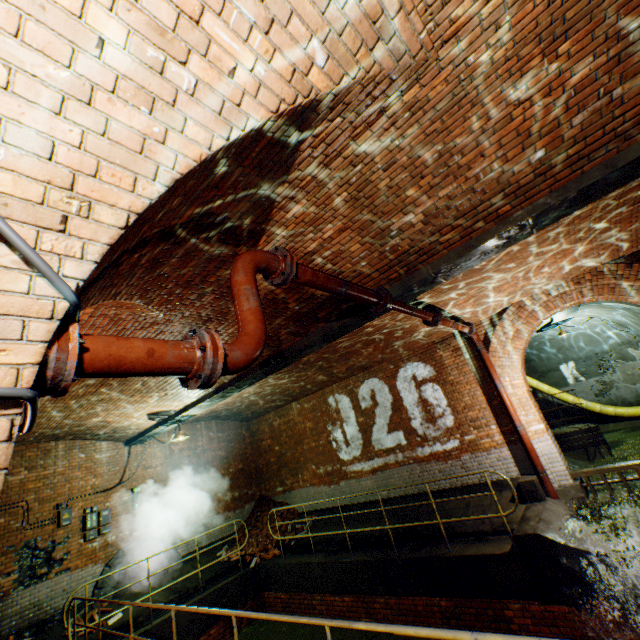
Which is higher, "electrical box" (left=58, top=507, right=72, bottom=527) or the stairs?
"electrical box" (left=58, top=507, right=72, bottom=527)

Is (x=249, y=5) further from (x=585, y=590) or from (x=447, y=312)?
(x=585, y=590)

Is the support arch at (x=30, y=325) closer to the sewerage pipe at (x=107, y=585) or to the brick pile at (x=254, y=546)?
the sewerage pipe at (x=107, y=585)

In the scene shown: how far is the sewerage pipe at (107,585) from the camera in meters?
8.3

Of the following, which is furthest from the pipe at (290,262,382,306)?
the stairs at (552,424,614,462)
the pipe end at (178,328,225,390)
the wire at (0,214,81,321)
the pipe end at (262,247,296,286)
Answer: the stairs at (552,424,614,462)

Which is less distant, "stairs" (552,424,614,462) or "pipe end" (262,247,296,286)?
"pipe end" (262,247,296,286)

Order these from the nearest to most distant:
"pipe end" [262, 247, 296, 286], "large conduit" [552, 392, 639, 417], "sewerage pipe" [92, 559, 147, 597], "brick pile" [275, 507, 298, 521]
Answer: "pipe end" [262, 247, 296, 286]
"sewerage pipe" [92, 559, 147, 597]
"brick pile" [275, 507, 298, 521]
"large conduit" [552, 392, 639, 417]

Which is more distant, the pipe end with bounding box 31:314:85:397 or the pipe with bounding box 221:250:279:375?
the pipe with bounding box 221:250:279:375
